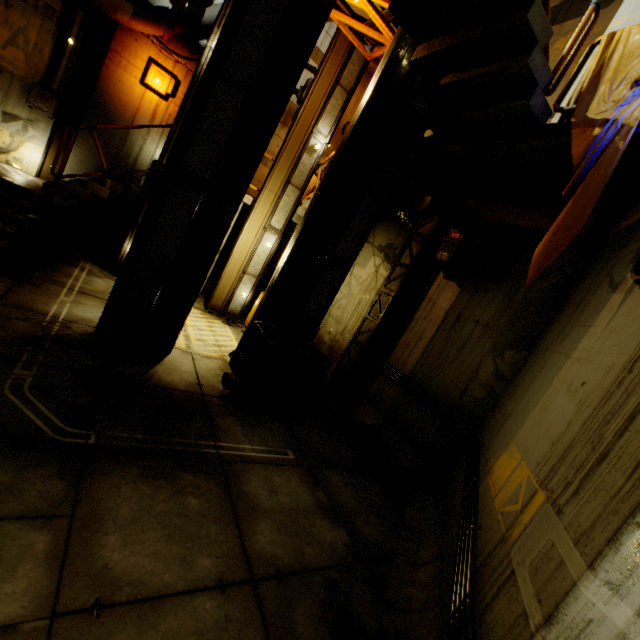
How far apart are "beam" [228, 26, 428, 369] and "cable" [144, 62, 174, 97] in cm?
589

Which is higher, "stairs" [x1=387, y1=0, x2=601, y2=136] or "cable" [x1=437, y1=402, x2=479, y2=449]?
"stairs" [x1=387, y1=0, x2=601, y2=136]

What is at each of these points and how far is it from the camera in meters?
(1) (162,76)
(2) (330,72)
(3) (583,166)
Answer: (1) cable, 9.1
(2) beam, 8.8
(3) cloth, 3.7

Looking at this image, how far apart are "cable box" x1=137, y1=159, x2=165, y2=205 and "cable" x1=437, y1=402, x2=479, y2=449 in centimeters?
624cm

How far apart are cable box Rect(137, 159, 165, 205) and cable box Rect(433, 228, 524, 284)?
5.6m

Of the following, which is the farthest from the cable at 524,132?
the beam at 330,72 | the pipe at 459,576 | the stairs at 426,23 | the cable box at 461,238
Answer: the pipe at 459,576

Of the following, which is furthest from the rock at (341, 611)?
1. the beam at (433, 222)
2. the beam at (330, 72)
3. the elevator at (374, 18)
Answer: the elevator at (374, 18)

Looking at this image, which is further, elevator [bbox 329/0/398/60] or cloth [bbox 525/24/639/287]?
elevator [bbox 329/0/398/60]
